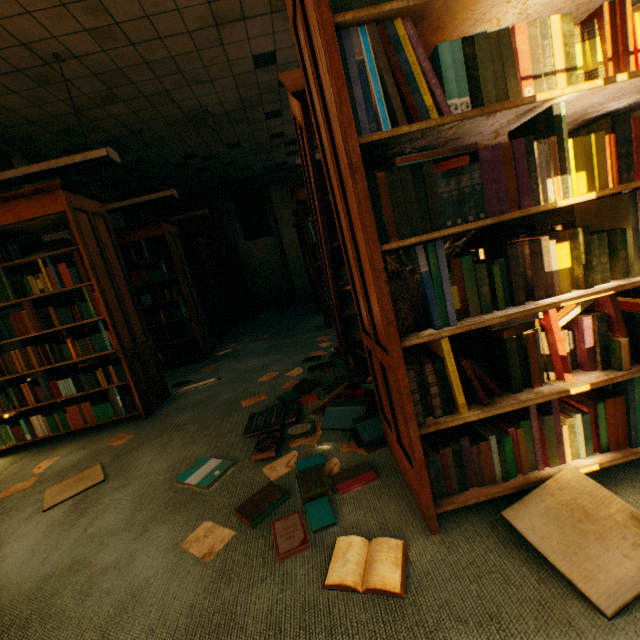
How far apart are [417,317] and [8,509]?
2.85m

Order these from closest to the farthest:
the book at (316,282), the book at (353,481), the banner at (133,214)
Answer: the book at (353,481) < the book at (316,282) < the banner at (133,214)

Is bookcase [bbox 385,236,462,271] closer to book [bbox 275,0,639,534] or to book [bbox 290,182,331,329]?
book [bbox 275,0,639,534]

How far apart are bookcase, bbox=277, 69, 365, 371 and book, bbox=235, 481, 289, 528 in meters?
0.0 m

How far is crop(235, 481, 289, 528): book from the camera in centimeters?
143cm

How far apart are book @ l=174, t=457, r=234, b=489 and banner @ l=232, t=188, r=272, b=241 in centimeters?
965cm

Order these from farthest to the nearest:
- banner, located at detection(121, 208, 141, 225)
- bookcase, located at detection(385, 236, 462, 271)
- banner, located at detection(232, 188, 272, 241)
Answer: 1. banner, located at detection(232, 188, 272, 241)
2. banner, located at detection(121, 208, 141, 225)
3. bookcase, located at detection(385, 236, 462, 271)

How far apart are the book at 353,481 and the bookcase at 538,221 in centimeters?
1cm
